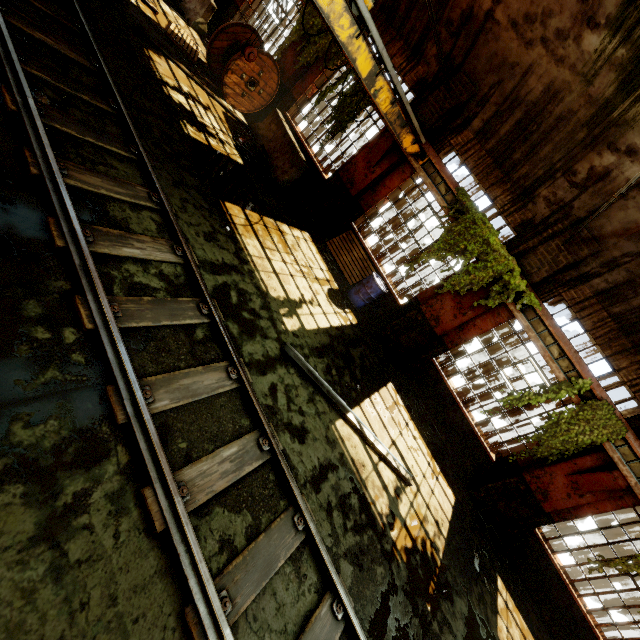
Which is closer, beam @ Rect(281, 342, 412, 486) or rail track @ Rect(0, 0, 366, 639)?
rail track @ Rect(0, 0, 366, 639)

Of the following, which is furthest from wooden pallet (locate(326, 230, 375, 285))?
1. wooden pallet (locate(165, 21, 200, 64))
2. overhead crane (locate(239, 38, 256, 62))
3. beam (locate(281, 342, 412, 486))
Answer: wooden pallet (locate(165, 21, 200, 64))

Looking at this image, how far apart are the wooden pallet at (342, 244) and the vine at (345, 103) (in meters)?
2.77

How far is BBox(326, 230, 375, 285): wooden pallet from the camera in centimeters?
1010cm

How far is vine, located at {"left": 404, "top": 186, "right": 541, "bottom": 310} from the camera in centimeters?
771cm

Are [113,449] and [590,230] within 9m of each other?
no

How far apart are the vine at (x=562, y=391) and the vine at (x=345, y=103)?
7.9m

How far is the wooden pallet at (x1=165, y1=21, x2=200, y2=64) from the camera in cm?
921
